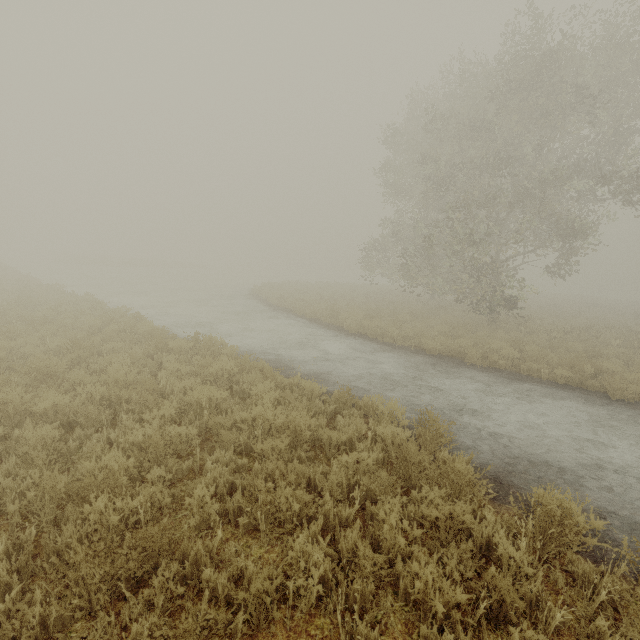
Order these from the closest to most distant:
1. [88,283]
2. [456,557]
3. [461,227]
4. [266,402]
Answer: [456,557] → [266,402] → [461,227] → [88,283]
